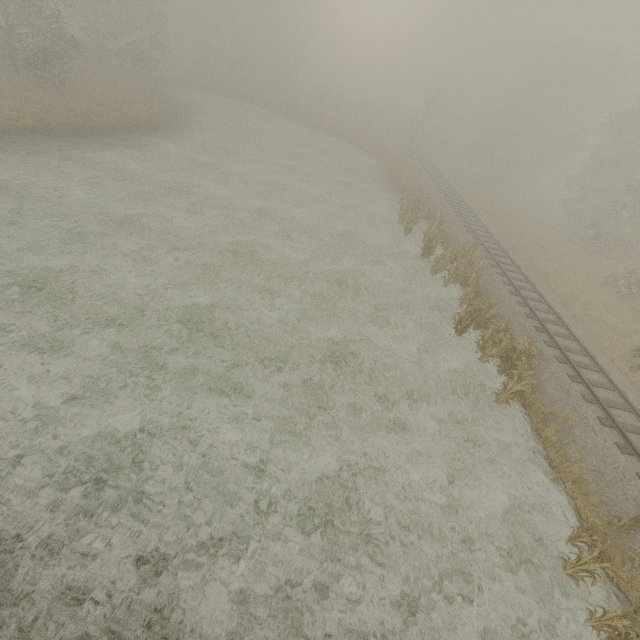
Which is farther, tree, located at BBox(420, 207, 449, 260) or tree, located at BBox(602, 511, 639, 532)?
tree, located at BBox(420, 207, 449, 260)

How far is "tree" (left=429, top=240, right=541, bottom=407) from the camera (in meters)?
A: 11.25

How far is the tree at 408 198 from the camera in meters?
21.4 m

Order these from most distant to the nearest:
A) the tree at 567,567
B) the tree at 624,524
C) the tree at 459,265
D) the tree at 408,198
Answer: the tree at 408,198 < the tree at 459,265 < the tree at 624,524 < the tree at 567,567

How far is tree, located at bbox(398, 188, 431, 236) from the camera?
21.4 meters

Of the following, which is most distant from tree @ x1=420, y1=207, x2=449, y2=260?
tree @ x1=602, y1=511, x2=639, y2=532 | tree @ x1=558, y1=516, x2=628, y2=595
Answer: tree @ x1=558, y1=516, x2=628, y2=595

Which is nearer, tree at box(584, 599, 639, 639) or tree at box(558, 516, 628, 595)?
tree at box(584, 599, 639, 639)

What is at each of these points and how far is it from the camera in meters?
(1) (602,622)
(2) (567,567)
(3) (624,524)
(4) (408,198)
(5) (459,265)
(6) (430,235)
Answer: (1) tree, 6.9
(2) tree, 7.7
(3) tree, 8.4
(4) tree, 22.0
(5) tree, 16.9
(6) tree, 20.3
